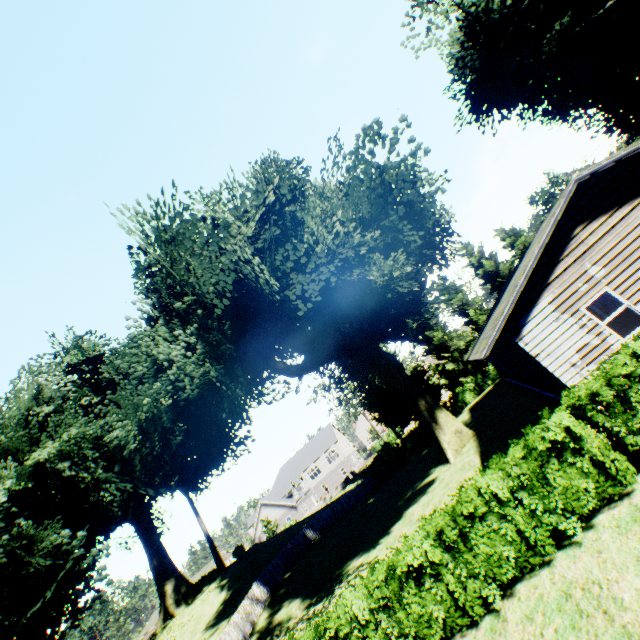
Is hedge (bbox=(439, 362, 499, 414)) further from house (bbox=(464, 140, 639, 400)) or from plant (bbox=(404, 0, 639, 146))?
house (bbox=(464, 140, 639, 400))

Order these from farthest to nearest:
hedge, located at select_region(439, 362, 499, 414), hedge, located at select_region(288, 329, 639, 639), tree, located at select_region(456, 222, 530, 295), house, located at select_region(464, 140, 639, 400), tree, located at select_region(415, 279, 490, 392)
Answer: Result:
1. tree, located at select_region(456, 222, 530, 295)
2. tree, located at select_region(415, 279, 490, 392)
3. hedge, located at select_region(439, 362, 499, 414)
4. house, located at select_region(464, 140, 639, 400)
5. hedge, located at select_region(288, 329, 639, 639)

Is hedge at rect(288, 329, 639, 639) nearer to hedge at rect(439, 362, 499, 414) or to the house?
the house

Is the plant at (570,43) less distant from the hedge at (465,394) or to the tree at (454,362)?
the tree at (454,362)

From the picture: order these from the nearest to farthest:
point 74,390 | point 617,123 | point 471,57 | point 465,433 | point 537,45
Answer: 1. point 537,45
2. point 465,433
3. point 471,57
4. point 617,123
5. point 74,390

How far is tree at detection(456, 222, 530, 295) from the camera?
37.03m

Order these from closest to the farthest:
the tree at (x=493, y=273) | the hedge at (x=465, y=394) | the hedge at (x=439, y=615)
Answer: the hedge at (x=439, y=615)
the hedge at (x=465, y=394)
the tree at (x=493, y=273)

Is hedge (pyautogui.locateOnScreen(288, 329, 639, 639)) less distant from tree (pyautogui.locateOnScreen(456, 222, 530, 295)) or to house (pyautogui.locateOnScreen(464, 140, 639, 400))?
house (pyautogui.locateOnScreen(464, 140, 639, 400))
